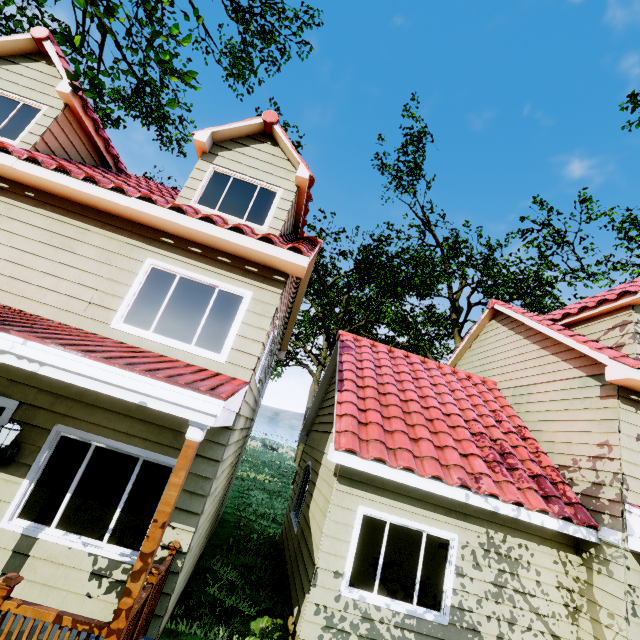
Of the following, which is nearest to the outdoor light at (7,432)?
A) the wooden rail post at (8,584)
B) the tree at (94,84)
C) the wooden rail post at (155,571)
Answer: the wooden rail post at (8,584)

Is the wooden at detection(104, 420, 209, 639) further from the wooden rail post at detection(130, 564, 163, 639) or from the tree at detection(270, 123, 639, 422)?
the tree at detection(270, 123, 639, 422)

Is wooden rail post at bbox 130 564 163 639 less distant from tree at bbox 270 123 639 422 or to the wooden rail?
the wooden rail

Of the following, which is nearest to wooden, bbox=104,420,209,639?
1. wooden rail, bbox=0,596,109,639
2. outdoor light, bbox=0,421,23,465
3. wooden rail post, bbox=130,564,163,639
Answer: wooden rail, bbox=0,596,109,639

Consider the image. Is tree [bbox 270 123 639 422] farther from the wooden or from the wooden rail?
the wooden rail

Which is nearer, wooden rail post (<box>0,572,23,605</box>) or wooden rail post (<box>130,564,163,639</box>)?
wooden rail post (<box>0,572,23,605</box>)

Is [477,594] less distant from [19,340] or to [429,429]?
[429,429]

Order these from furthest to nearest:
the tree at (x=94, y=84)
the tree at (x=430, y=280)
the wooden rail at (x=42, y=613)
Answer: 1. the tree at (x=430, y=280)
2. the tree at (x=94, y=84)
3. the wooden rail at (x=42, y=613)
